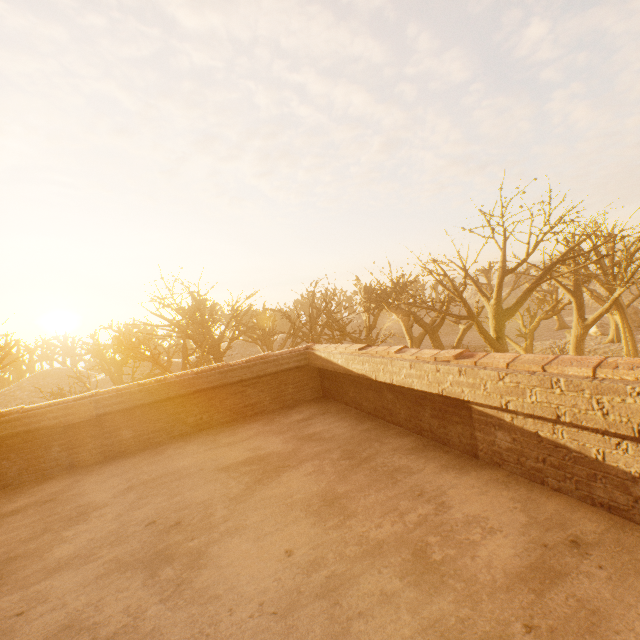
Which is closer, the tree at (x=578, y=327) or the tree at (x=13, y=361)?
the tree at (x=578, y=327)

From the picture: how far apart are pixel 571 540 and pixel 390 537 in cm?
121

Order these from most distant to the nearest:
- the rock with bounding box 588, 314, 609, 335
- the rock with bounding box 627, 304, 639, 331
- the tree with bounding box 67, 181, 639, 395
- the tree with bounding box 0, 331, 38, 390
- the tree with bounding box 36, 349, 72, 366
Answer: the tree with bounding box 36, 349, 72, 366, the rock with bounding box 627, 304, 639, 331, the rock with bounding box 588, 314, 609, 335, the tree with bounding box 0, 331, 38, 390, the tree with bounding box 67, 181, 639, 395

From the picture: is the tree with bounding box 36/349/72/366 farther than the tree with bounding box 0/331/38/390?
Yes

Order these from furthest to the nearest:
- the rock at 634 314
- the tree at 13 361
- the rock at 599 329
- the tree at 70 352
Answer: the tree at 70 352
the rock at 634 314
the rock at 599 329
the tree at 13 361

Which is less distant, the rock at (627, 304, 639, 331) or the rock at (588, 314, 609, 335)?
the rock at (588, 314, 609, 335)

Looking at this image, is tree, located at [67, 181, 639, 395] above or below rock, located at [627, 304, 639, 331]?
above

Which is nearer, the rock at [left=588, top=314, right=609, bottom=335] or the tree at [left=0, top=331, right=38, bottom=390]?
the tree at [left=0, top=331, right=38, bottom=390]
